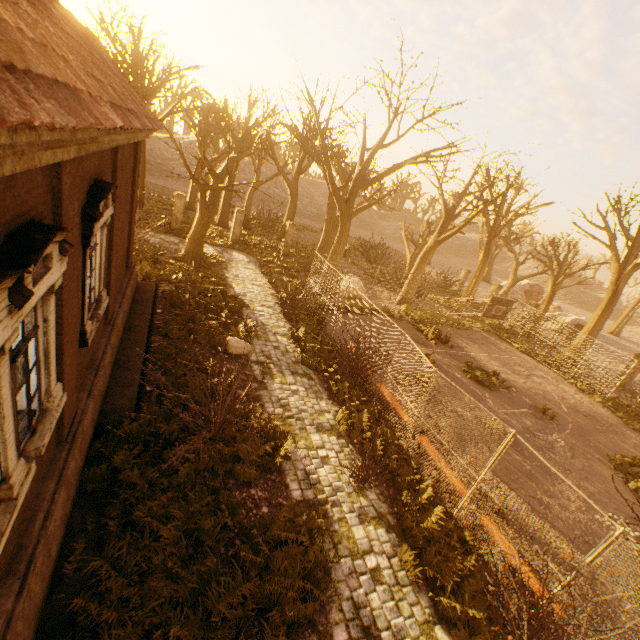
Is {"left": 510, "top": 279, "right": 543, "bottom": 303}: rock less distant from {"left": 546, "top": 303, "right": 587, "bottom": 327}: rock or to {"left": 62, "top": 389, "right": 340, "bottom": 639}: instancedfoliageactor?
{"left": 546, "top": 303, "right": 587, "bottom": 327}: rock

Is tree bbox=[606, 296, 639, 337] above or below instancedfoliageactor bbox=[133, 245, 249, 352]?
above

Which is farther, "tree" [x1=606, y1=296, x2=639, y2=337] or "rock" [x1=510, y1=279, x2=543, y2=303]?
"rock" [x1=510, y1=279, x2=543, y2=303]

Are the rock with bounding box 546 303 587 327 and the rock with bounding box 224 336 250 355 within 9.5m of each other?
no

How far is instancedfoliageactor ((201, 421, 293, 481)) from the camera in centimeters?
702cm

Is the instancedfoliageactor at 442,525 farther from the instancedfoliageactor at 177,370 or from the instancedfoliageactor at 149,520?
the instancedfoliageactor at 177,370

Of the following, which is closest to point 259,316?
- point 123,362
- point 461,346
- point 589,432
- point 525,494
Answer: point 123,362

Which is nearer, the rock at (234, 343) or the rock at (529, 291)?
the rock at (234, 343)
